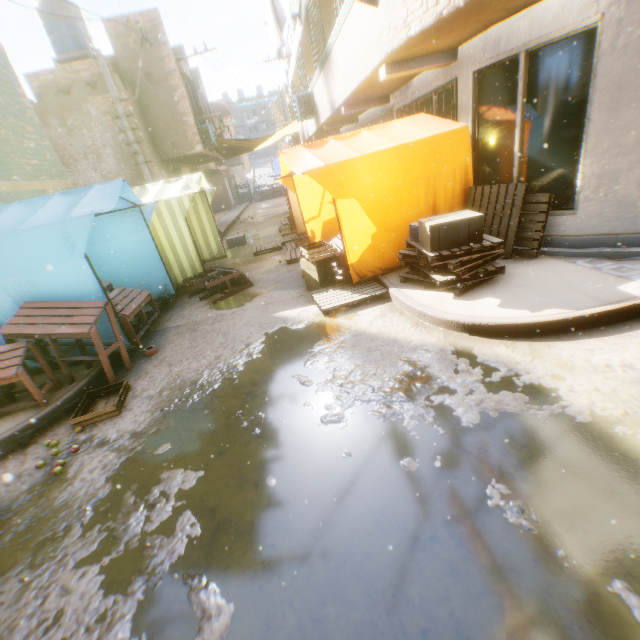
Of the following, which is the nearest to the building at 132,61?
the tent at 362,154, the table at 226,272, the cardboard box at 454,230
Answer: the tent at 362,154

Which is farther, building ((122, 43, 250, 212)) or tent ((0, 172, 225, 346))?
building ((122, 43, 250, 212))

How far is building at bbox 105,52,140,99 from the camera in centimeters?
1173cm

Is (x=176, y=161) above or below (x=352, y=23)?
below

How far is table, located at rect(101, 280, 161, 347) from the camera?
5.2m

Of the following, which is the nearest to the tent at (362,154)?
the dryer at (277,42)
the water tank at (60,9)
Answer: the dryer at (277,42)

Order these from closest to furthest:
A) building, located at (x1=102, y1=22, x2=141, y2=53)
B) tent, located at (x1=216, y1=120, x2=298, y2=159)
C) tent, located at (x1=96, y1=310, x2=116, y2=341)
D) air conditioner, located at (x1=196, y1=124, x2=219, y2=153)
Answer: tent, located at (x1=96, y1=310, x2=116, y2=341) → building, located at (x1=102, y1=22, x2=141, y2=53) → air conditioner, located at (x1=196, y1=124, x2=219, y2=153) → tent, located at (x1=216, y1=120, x2=298, y2=159)

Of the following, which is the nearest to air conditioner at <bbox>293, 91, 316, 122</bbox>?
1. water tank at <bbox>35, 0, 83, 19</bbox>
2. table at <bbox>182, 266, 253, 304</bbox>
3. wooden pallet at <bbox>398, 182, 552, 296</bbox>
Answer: wooden pallet at <bbox>398, 182, 552, 296</bbox>
